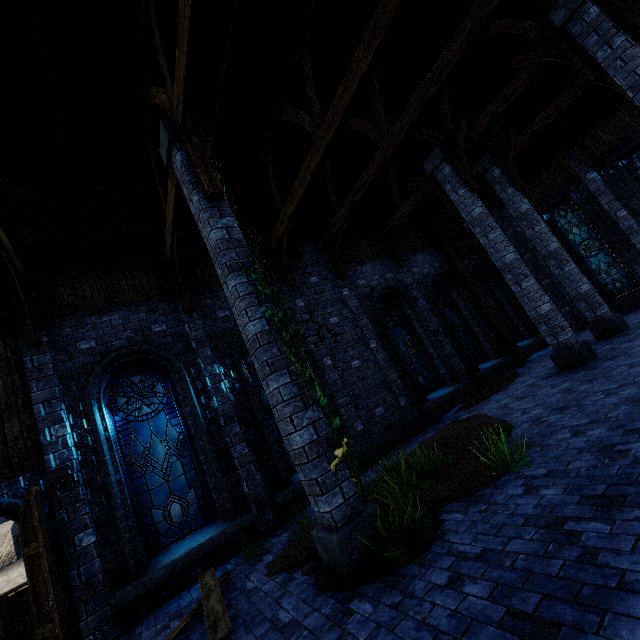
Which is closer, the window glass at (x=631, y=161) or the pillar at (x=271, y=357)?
the pillar at (x=271, y=357)

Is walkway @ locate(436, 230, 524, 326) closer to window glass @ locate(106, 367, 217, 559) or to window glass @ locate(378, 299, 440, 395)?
window glass @ locate(378, 299, 440, 395)

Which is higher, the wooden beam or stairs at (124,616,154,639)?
the wooden beam

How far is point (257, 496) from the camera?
6.9 meters

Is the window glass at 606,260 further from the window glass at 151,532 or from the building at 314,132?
the window glass at 151,532

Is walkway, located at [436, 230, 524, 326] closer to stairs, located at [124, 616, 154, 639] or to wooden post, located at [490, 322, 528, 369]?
wooden post, located at [490, 322, 528, 369]

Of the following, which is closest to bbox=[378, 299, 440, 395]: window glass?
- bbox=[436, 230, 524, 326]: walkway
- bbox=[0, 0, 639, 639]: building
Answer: bbox=[0, 0, 639, 639]: building

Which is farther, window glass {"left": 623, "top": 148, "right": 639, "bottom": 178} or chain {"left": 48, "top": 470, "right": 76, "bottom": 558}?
window glass {"left": 623, "top": 148, "right": 639, "bottom": 178}
